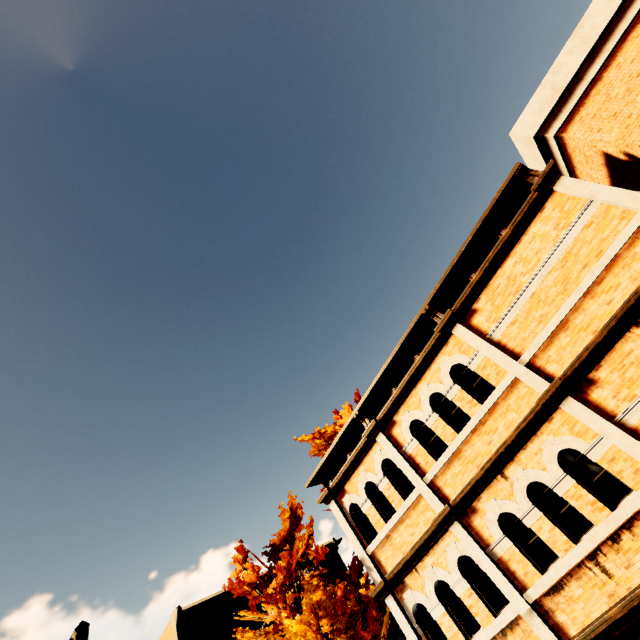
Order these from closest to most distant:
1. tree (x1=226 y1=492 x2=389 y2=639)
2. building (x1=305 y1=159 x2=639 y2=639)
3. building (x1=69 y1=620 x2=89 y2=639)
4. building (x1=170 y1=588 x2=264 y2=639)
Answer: building (x1=305 y1=159 x2=639 y2=639) → tree (x1=226 y1=492 x2=389 y2=639) → building (x1=69 y1=620 x2=89 y2=639) → building (x1=170 y1=588 x2=264 y2=639)

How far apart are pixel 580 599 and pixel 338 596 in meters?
6.9

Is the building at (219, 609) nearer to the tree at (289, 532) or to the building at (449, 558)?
the tree at (289, 532)

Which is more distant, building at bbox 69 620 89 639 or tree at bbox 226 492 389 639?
building at bbox 69 620 89 639

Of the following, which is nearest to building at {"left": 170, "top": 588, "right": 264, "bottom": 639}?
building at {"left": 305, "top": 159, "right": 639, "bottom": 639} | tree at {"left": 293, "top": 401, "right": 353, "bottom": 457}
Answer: tree at {"left": 293, "top": 401, "right": 353, "bottom": 457}

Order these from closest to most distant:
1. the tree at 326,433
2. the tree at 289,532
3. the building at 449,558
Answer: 1. the building at 449,558
2. the tree at 289,532
3. the tree at 326,433

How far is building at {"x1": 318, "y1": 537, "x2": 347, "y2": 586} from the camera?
29.1m
